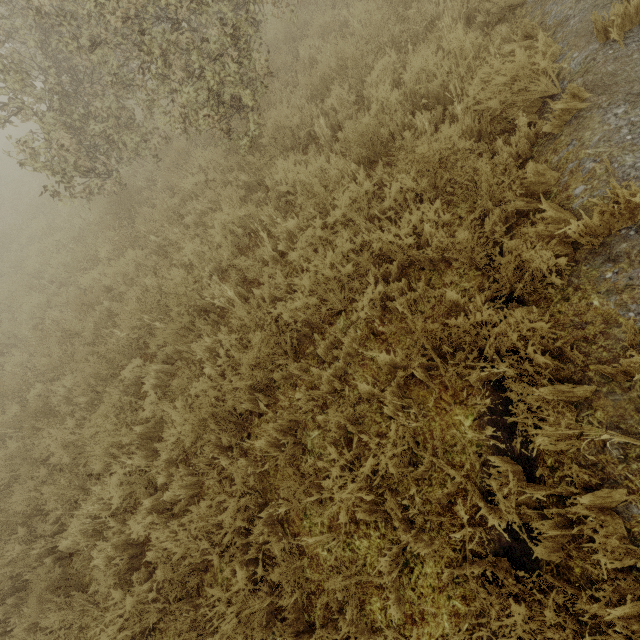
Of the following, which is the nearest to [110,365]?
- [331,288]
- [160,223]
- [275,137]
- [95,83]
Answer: [160,223]
